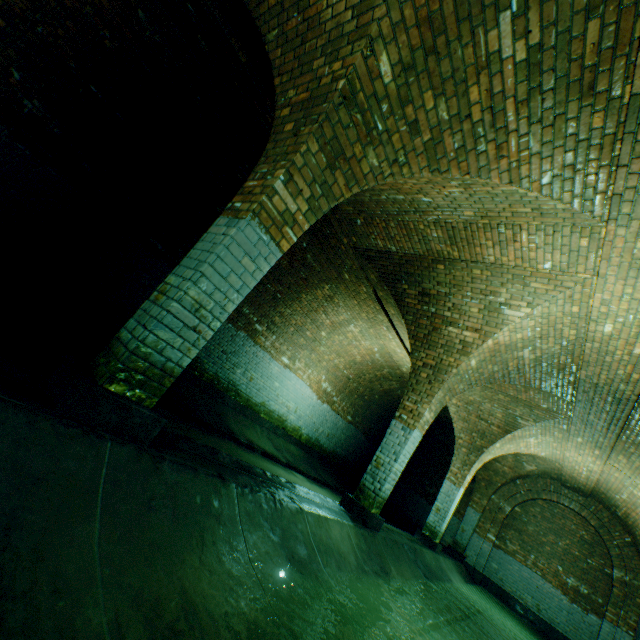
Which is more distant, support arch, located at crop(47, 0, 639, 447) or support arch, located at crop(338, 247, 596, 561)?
support arch, located at crop(338, 247, 596, 561)

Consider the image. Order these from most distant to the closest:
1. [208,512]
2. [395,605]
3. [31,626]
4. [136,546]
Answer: [395,605]
[208,512]
[136,546]
[31,626]

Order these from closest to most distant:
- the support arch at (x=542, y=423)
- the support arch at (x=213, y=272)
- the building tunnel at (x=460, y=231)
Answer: the building tunnel at (x=460, y=231) → the support arch at (x=213, y=272) → the support arch at (x=542, y=423)

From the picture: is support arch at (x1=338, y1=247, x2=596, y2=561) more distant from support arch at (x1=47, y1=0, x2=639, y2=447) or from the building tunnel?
support arch at (x1=47, y1=0, x2=639, y2=447)

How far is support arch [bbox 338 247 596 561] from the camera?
5.07m

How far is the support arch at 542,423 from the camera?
5.1 meters

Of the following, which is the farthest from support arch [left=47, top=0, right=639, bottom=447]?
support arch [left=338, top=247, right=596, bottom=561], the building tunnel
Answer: support arch [left=338, top=247, right=596, bottom=561]
